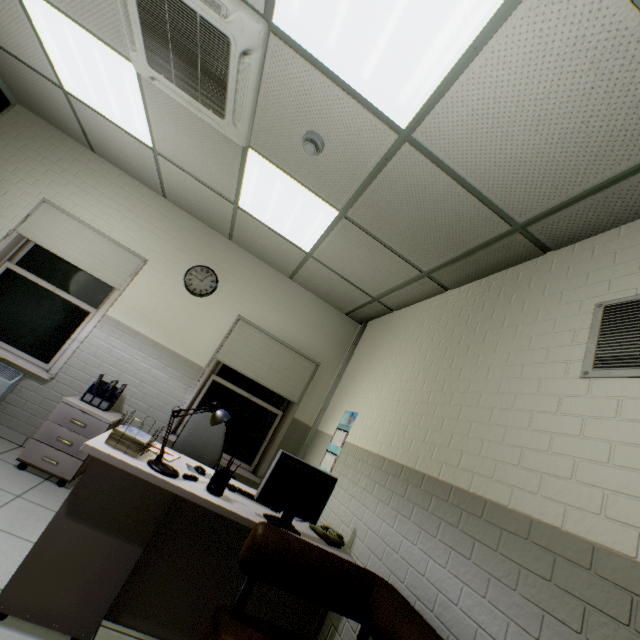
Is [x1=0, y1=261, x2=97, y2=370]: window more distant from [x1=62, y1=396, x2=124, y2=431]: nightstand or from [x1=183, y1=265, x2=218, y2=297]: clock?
[x1=183, y1=265, x2=218, y2=297]: clock

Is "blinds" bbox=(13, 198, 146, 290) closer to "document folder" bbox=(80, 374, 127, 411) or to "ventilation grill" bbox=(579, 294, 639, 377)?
"document folder" bbox=(80, 374, 127, 411)

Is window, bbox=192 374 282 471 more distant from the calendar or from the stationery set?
the stationery set

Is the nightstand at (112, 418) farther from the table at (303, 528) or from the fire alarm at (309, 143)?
the fire alarm at (309, 143)

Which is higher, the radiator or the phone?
the phone

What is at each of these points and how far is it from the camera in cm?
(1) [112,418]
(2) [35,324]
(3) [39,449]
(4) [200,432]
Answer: (1) nightstand, 334
(2) window, 376
(3) drawer, 302
(4) chair, 332

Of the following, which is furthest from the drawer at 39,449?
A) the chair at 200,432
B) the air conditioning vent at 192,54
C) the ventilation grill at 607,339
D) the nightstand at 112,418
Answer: the ventilation grill at 607,339

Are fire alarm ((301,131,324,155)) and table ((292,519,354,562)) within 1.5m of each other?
no
